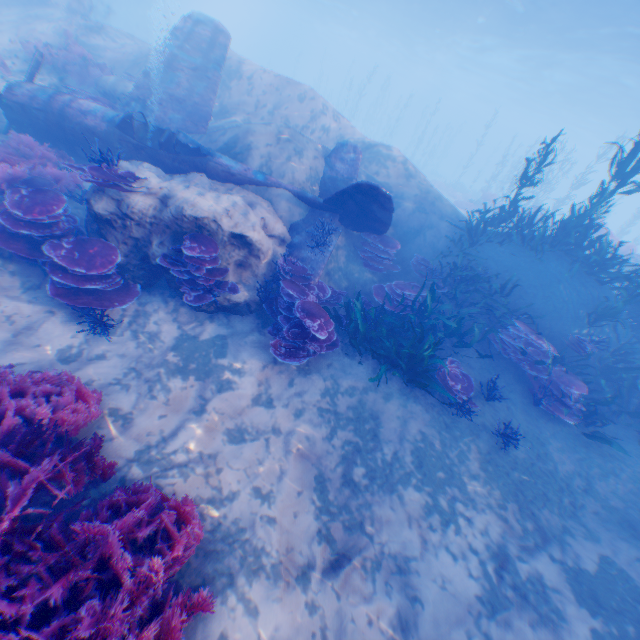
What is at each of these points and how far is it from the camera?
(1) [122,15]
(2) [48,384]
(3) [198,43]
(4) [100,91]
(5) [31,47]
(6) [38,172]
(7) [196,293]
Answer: (1) rock, 37.97m
(2) instancedfoliageactor, 4.30m
(3) plane, 11.14m
(4) rock, 11.62m
(5) instancedfoliageactor, 12.56m
(6) instancedfoliageactor, 7.53m
(7) instancedfoliageactor, 6.59m

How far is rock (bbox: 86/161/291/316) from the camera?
6.4 meters

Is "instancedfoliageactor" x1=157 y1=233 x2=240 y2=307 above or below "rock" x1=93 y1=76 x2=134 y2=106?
below

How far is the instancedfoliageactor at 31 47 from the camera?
10.87m

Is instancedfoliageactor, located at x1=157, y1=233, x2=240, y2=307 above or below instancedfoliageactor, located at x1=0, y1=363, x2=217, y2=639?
above

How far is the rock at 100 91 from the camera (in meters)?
11.45

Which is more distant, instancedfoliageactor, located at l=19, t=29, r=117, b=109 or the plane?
instancedfoliageactor, located at l=19, t=29, r=117, b=109
